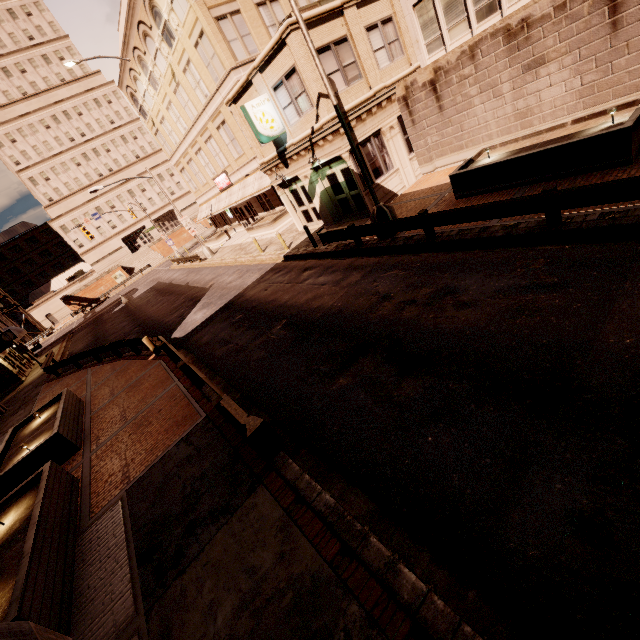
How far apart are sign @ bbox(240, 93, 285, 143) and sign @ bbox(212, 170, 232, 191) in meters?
16.2 m

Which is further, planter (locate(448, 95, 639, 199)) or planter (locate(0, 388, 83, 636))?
planter (locate(448, 95, 639, 199))

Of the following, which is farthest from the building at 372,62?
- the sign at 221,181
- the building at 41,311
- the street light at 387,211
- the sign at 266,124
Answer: the building at 41,311

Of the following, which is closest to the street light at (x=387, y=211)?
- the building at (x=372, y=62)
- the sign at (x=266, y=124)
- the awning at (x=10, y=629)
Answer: the building at (x=372, y=62)

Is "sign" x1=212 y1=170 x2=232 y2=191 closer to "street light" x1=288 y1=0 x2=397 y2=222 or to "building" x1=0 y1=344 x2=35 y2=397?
"street light" x1=288 y1=0 x2=397 y2=222

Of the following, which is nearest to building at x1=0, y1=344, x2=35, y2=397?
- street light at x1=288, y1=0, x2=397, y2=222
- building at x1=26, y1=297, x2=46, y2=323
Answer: street light at x1=288, y1=0, x2=397, y2=222

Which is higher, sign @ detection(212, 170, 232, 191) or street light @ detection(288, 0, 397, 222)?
sign @ detection(212, 170, 232, 191)

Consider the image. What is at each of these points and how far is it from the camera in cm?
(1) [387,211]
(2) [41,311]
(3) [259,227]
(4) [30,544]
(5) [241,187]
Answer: (1) street light, 1220
(2) building, 5984
(3) planter, 2708
(4) planter, 615
(5) awning, 2912
